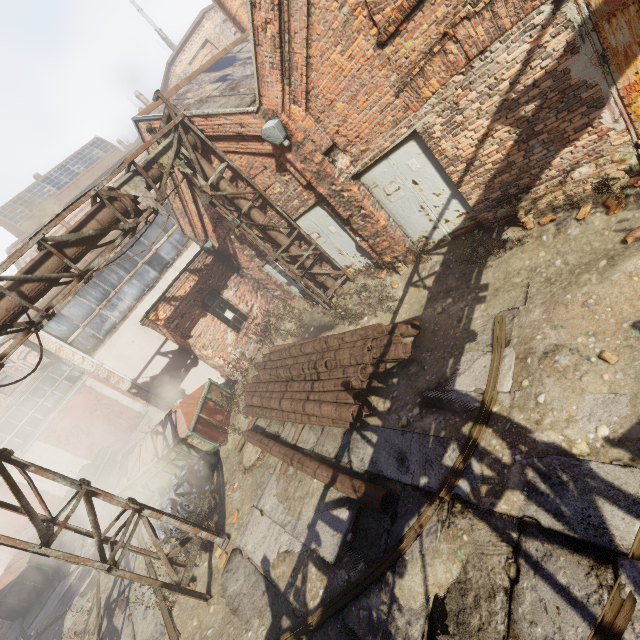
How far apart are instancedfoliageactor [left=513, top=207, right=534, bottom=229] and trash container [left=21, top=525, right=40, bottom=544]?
22.00m

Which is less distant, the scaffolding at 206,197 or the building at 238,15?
the scaffolding at 206,197

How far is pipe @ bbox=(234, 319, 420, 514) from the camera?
5.8 meters

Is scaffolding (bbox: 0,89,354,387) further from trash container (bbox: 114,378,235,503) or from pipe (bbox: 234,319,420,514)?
trash container (bbox: 114,378,235,503)

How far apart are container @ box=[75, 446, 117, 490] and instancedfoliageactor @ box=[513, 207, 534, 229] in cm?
2140

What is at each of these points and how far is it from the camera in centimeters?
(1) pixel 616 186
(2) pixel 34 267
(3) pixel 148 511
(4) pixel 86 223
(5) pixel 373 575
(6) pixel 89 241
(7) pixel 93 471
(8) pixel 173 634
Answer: (1) instancedfoliageactor, 489cm
(2) pipe, 582cm
(3) scaffolding, 636cm
(4) pipe, 638cm
(5) track, 430cm
(6) pipe, 642cm
(7) container, 1778cm
(8) track, 640cm

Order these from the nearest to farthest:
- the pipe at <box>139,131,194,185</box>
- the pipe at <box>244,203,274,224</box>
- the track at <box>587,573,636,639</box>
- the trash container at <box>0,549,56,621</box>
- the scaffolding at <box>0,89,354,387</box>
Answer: the track at <box>587,573,636,639</box>, the scaffolding at <box>0,89,354,387</box>, the pipe at <box>139,131,194,185</box>, the pipe at <box>244,203,274,224</box>, the trash container at <box>0,549,56,621</box>

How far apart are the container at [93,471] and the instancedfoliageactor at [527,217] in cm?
2140
